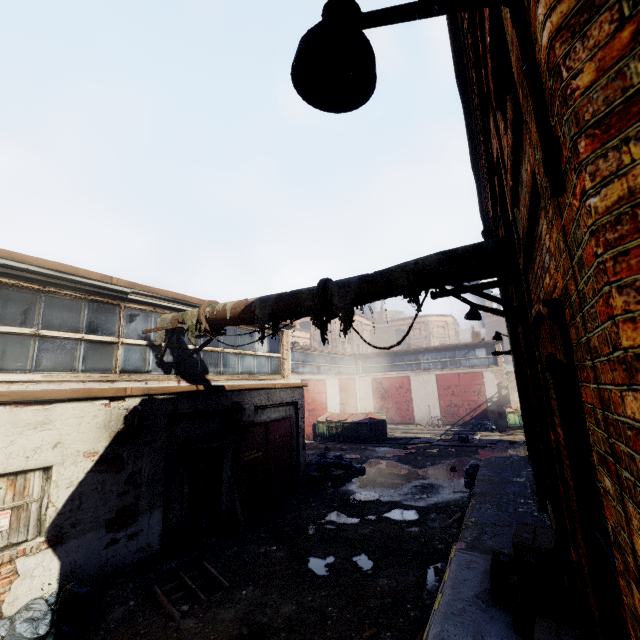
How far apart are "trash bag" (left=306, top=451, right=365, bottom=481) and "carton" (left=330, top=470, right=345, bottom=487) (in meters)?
0.26

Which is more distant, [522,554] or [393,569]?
[393,569]

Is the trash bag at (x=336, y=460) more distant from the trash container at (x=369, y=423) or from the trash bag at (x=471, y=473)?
the trash container at (x=369, y=423)

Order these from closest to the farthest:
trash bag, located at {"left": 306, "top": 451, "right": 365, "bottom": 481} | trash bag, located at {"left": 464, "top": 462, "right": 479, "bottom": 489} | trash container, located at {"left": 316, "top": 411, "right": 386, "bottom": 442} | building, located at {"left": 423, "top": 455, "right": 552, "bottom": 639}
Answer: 1. building, located at {"left": 423, "top": 455, "right": 552, "bottom": 639}
2. trash bag, located at {"left": 464, "top": 462, "right": 479, "bottom": 489}
3. trash bag, located at {"left": 306, "top": 451, "right": 365, "bottom": 481}
4. trash container, located at {"left": 316, "top": 411, "right": 386, "bottom": 442}

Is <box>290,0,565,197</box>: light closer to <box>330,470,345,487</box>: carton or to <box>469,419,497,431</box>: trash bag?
<box>330,470,345,487</box>: carton

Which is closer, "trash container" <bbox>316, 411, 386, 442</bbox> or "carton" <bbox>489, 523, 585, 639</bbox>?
"carton" <bbox>489, 523, 585, 639</bbox>

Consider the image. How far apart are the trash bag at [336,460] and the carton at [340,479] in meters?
0.3

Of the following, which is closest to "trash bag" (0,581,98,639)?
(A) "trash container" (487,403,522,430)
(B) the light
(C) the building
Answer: (C) the building
